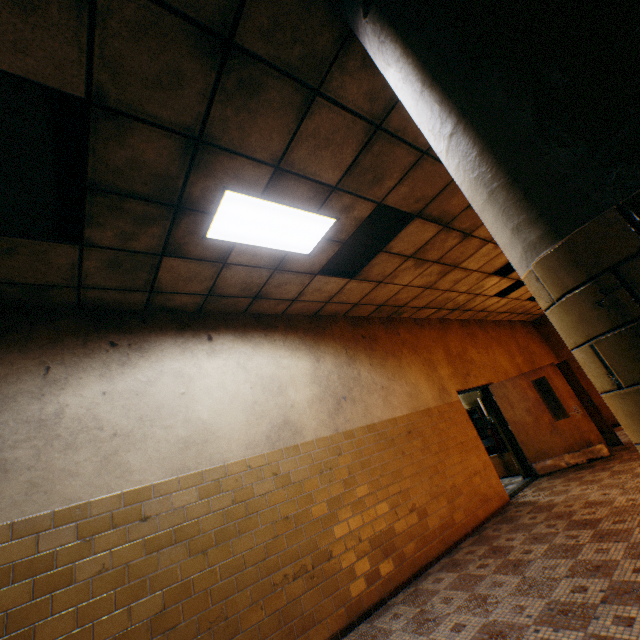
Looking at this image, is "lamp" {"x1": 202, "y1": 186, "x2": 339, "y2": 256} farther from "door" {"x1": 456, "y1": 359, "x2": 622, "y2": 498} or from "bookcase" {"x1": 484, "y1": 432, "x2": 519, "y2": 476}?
"bookcase" {"x1": 484, "y1": 432, "x2": 519, "y2": 476}

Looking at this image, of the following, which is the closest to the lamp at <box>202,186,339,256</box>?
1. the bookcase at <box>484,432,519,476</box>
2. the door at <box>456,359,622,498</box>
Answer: the door at <box>456,359,622,498</box>

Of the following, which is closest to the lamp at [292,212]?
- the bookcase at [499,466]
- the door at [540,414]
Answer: the door at [540,414]

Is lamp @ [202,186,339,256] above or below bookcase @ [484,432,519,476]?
above

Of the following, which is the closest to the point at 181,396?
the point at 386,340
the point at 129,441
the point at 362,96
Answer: the point at 129,441

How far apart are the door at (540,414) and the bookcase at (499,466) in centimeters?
58cm

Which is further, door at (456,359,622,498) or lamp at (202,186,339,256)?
door at (456,359,622,498)

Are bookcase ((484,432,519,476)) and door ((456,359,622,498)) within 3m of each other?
yes
